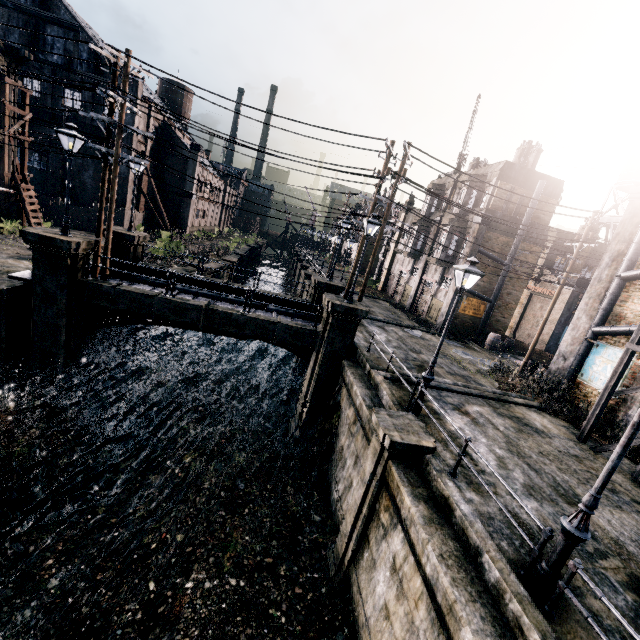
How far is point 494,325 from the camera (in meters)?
28.19

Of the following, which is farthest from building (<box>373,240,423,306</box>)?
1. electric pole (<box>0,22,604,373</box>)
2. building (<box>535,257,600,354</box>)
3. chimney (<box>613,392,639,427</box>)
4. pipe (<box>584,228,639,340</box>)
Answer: chimney (<box>613,392,639,427</box>)

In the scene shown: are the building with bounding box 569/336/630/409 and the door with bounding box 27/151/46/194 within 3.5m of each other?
no

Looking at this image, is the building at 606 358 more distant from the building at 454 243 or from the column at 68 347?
the column at 68 347

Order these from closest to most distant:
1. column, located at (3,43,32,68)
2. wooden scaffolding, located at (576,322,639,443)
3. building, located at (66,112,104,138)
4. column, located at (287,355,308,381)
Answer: wooden scaffolding, located at (576,322,639,443), column, located at (3,43,32,68), column, located at (287,355,308,381), building, located at (66,112,104,138)

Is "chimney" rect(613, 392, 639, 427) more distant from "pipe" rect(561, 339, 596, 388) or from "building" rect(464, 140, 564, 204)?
"building" rect(464, 140, 564, 204)

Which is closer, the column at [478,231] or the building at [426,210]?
the column at [478,231]

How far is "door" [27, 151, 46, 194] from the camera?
34.50m
